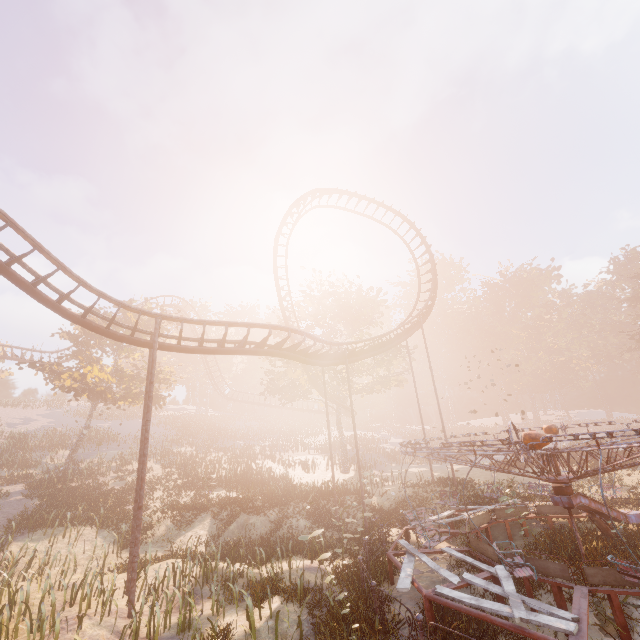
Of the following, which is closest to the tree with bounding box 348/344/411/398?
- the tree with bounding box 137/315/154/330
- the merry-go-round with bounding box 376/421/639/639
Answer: the tree with bounding box 137/315/154/330

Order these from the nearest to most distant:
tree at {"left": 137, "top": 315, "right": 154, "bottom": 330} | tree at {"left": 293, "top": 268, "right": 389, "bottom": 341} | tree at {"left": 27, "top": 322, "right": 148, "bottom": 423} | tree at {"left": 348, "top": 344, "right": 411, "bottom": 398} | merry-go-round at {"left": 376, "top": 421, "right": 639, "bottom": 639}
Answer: merry-go-round at {"left": 376, "top": 421, "right": 639, "bottom": 639}, tree at {"left": 27, "top": 322, "right": 148, "bottom": 423}, tree at {"left": 137, "top": 315, "right": 154, "bottom": 330}, tree at {"left": 348, "top": 344, "right": 411, "bottom": 398}, tree at {"left": 293, "top": 268, "right": 389, "bottom": 341}

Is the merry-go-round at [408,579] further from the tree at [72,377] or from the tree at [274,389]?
the tree at [72,377]

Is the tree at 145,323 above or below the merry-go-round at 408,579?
above

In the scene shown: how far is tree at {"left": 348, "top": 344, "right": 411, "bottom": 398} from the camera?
30.8 meters

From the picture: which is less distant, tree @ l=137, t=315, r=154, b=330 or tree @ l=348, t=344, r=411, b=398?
tree @ l=137, t=315, r=154, b=330

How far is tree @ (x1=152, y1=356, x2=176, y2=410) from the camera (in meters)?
29.67

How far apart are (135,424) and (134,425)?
1.1 meters
